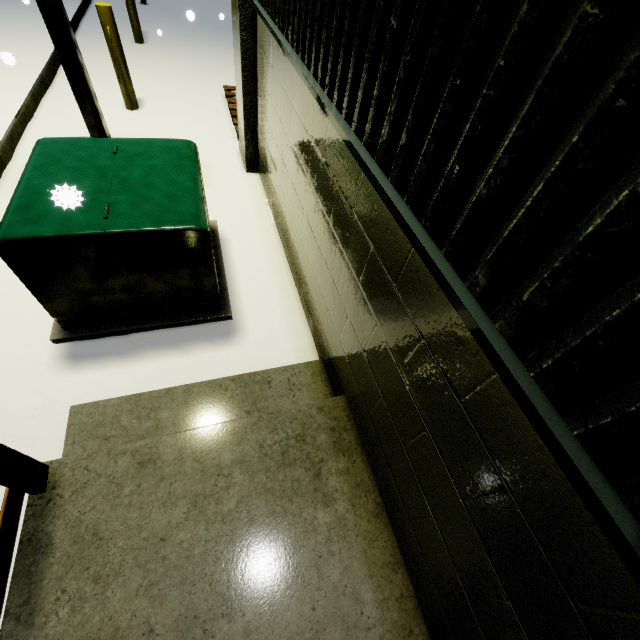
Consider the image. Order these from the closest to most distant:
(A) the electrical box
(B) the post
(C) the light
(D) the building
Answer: (D) the building → (A) the electrical box → (C) the light → (B) the post

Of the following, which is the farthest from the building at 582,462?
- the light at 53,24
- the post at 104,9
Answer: the post at 104,9

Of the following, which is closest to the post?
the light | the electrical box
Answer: the light

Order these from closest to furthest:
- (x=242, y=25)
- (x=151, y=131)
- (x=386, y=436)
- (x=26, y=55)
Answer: (x=386, y=436)
(x=242, y=25)
(x=151, y=131)
(x=26, y=55)

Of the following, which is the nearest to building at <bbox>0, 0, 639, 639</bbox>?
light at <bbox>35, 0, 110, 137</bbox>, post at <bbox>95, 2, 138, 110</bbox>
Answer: light at <bbox>35, 0, 110, 137</bbox>

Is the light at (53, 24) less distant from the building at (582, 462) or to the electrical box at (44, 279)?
the electrical box at (44, 279)

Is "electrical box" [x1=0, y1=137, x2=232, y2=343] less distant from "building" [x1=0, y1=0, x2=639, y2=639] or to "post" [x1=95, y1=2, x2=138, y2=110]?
"building" [x1=0, y1=0, x2=639, y2=639]

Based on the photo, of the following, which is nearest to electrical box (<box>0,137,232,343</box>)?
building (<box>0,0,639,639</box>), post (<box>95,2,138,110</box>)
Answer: building (<box>0,0,639,639</box>)
